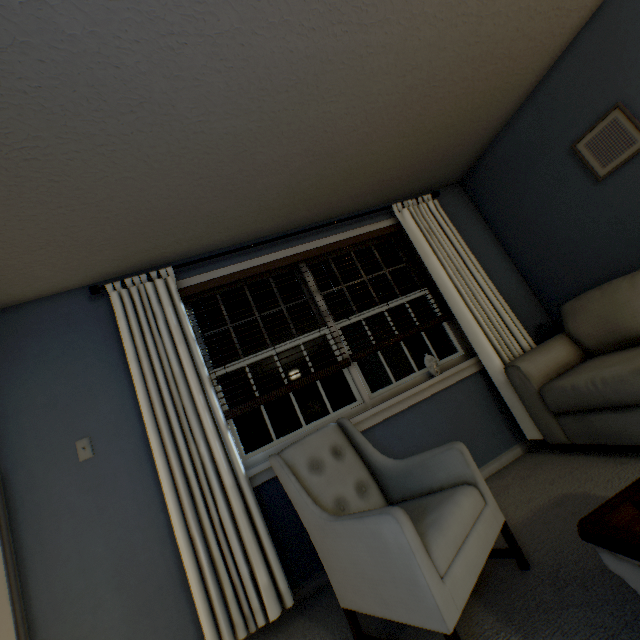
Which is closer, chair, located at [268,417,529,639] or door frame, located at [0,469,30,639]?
chair, located at [268,417,529,639]

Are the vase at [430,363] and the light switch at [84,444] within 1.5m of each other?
no

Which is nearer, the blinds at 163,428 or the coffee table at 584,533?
the coffee table at 584,533

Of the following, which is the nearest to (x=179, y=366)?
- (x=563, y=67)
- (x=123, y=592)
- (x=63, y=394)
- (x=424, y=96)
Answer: (x=63, y=394)

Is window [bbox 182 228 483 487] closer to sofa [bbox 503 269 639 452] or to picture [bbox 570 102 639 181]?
sofa [bbox 503 269 639 452]

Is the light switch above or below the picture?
below

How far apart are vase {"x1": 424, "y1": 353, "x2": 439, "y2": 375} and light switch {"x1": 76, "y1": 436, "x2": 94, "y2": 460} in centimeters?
250cm

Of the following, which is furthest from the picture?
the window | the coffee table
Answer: the coffee table
